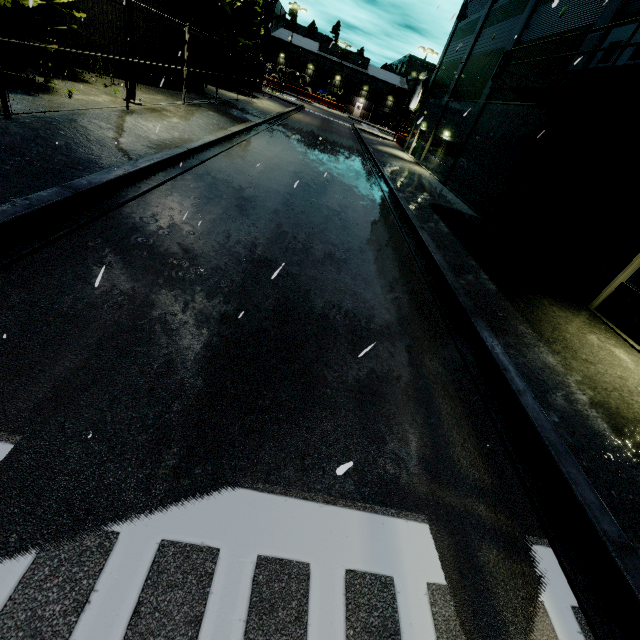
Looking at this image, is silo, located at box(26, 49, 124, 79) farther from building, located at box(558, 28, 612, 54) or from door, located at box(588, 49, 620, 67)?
door, located at box(588, 49, 620, 67)

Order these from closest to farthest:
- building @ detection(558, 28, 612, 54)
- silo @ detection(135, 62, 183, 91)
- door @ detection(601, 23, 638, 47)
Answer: door @ detection(601, 23, 638, 47) → building @ detection(558, 28, 612, 54) → silo @ detection(135, 62, 183, 91)

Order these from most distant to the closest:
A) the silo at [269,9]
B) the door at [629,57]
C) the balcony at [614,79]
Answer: the silo at [269,9], the door at [629,57], the balcony at [614,79]

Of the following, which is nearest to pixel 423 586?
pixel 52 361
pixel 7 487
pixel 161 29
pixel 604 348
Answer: pixel 7 487

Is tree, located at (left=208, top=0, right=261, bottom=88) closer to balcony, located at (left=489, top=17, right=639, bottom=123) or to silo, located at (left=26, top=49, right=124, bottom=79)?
silo, located at (left=26, top=49, right=124, bottom=79)

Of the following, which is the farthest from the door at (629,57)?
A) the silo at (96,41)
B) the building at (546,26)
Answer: the silo at (96,41)

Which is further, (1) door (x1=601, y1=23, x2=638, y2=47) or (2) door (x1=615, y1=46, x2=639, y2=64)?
(1) door (x1=601, y1=23, x2=638, y2=47)

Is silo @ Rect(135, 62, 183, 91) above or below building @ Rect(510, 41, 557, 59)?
Result: below
